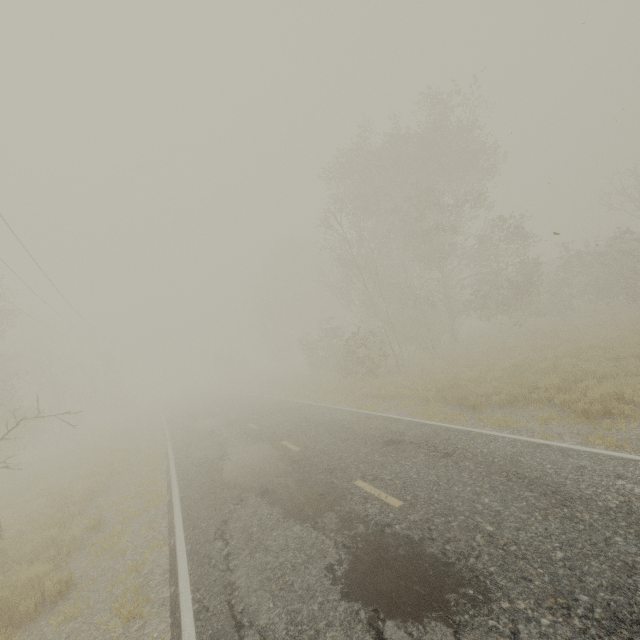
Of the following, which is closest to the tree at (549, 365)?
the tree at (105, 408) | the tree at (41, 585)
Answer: the tree at (41, 585)

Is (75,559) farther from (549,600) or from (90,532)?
(549,600)

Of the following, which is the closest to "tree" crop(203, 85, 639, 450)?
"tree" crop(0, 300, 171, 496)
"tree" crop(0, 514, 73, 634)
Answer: "tree" crop(0, 514, 73, 634)

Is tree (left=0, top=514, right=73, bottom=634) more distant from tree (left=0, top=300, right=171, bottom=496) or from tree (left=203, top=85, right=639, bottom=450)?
tree (left=0, top=300, right=171, bottom=496)

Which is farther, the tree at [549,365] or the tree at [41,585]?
the tree at [549,365]
